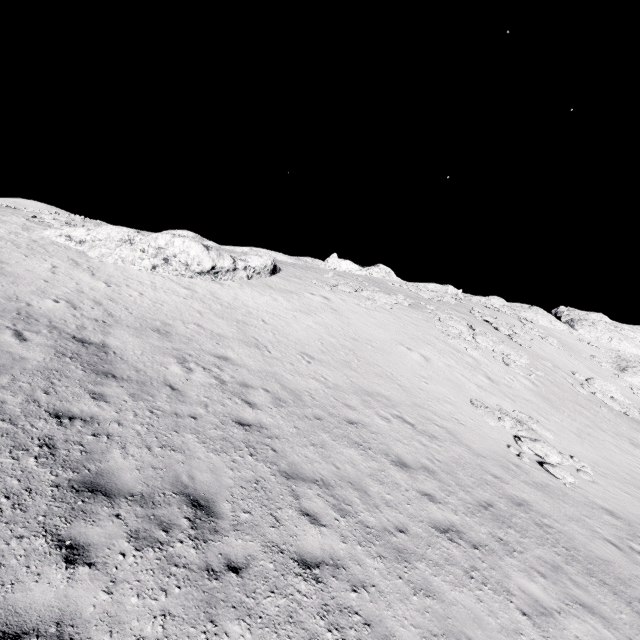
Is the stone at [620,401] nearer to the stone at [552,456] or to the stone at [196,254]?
the stone at [552,456]

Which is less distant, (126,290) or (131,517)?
(131,517)

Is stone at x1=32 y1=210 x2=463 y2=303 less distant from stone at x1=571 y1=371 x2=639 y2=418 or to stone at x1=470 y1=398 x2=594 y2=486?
stone at x1=470 y1=398 x2=594 y2=486

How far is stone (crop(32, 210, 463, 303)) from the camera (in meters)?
20.20

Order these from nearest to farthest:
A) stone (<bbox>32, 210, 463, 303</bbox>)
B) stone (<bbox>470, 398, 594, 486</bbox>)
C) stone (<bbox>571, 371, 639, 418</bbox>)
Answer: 1. stone (<bbox>470, 398, 594, 486</bbox>)
2. stone (<bbox>32, 210, 463, 303</bbox>)
3. stone (<bbox>571, 371, 639, 418</bbox>)

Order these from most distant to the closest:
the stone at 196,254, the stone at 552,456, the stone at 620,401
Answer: the stone at 620,401, the stone at 196,254, the stone at 552,456

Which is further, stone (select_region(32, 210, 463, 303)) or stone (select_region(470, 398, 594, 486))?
stone (select_region(32, 210, 463, 303))
